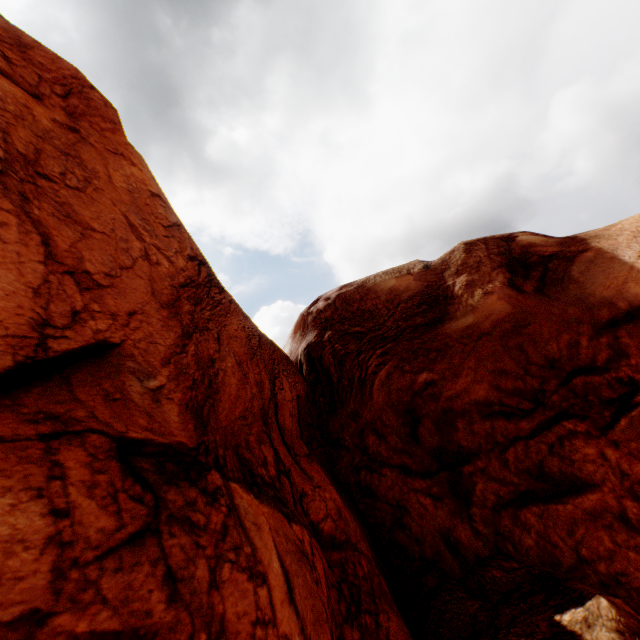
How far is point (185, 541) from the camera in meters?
3.5 m
